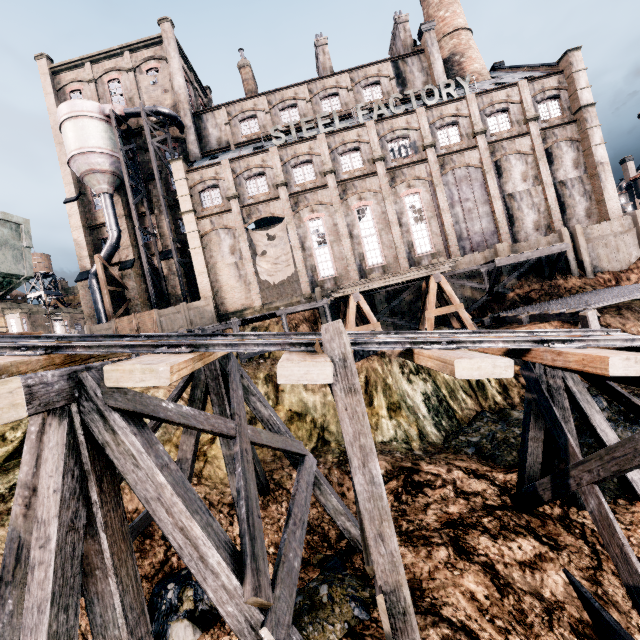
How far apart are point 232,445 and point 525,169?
33.2 meters

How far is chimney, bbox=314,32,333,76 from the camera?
36.22m

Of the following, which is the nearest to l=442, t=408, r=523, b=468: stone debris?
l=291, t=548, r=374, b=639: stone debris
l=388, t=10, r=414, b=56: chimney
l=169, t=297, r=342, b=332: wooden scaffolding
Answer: l=291, t=548, r=374, b=639: stone debris

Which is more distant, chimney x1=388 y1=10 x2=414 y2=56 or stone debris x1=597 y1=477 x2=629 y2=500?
chimney x1=388 y1=10 x2=414 y2=56

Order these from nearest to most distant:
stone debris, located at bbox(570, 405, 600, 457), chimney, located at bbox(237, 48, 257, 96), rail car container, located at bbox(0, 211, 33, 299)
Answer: rail car container, located at bbox(0, 211, 33, 299), stone debris, located at bbox(570, 405, 600, 457), chimney, located at bbox(237, 48, 257, 96)

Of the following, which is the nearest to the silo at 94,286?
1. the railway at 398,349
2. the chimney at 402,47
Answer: the railway at 398,349

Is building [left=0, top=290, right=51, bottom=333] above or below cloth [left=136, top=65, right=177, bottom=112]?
below

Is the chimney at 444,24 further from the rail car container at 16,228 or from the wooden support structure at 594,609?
the rail car container at 16,228
